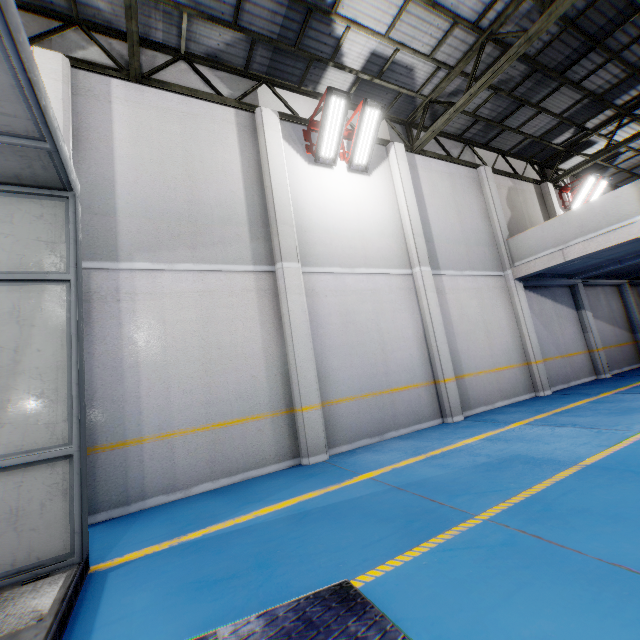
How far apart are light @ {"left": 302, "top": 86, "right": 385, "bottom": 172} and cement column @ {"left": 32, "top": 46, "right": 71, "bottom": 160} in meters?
4.8 m

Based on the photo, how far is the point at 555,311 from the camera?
11.7 meters

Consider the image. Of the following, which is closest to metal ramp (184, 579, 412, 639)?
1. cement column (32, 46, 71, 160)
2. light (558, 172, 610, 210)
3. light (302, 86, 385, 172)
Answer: cement column (32, 46, 71, 160)

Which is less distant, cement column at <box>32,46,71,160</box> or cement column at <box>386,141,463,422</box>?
cement column at <box>32,46,71,160</box>

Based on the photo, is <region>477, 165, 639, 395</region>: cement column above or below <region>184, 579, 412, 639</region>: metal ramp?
above

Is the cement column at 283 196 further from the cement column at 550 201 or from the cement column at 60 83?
the cement column at 550 201

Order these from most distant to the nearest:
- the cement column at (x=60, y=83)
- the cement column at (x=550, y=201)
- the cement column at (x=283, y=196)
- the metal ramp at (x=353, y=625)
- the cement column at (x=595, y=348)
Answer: the cement column at (x=550, y=201) < the cement column at (x=595, y=348) < the cement column at (x=283, y=196) < the cement column at (x=60, y=83) < the metal ramp at (x=353, y=625)

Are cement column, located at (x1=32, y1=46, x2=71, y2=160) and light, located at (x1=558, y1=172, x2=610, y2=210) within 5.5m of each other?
no
